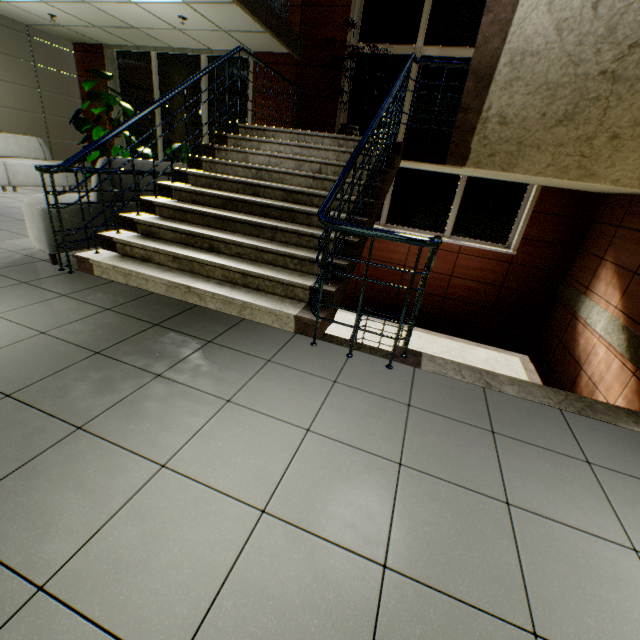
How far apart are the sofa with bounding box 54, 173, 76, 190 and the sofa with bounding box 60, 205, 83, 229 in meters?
4.0

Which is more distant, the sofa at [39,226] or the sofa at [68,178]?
the sofa at [68,178]

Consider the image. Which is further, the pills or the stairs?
the pills

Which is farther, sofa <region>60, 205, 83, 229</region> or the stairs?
sofa <region>60, 205, 83, 229</region>

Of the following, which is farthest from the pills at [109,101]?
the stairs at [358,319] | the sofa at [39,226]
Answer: the stairs at [358,319]

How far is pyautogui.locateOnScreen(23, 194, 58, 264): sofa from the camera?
3.16m

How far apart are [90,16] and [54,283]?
6.34m

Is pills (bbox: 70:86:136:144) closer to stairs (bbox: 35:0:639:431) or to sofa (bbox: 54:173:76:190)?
sofa (bbox: 54:173:76:190)
